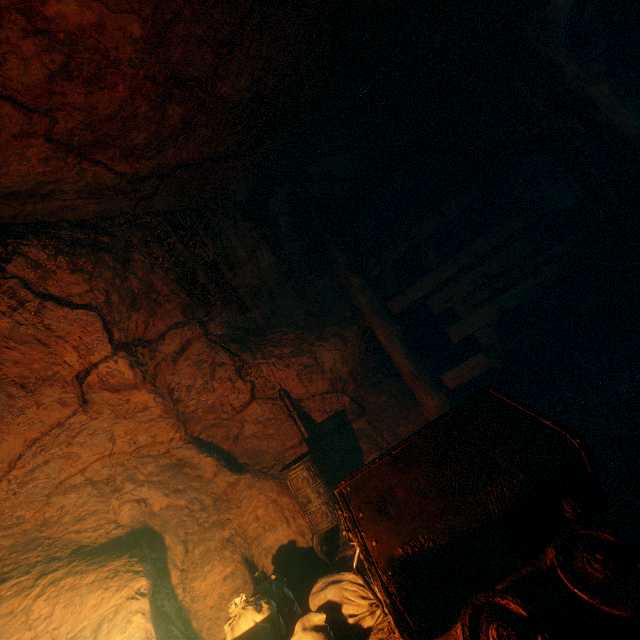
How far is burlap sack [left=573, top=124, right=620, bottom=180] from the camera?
4.96m

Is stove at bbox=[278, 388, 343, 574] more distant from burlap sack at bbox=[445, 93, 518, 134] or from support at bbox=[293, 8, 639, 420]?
support at bbox=[293, 8, 639, 420]

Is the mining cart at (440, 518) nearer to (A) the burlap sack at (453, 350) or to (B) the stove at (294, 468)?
(A) the burlap sack at (453, 350)

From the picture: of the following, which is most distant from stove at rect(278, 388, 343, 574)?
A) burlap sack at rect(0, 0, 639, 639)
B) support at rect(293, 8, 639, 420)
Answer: support at rect(293, 8, 639, 420)

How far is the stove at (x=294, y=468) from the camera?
3.9m

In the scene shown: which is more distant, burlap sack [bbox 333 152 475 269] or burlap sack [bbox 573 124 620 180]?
burlap sack [bbox 333 152 475 269]

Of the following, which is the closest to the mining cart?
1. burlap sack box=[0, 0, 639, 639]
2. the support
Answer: burlap sack box=[0, 0, 639, 639]

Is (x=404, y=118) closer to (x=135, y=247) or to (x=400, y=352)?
(x=400, y=352)
